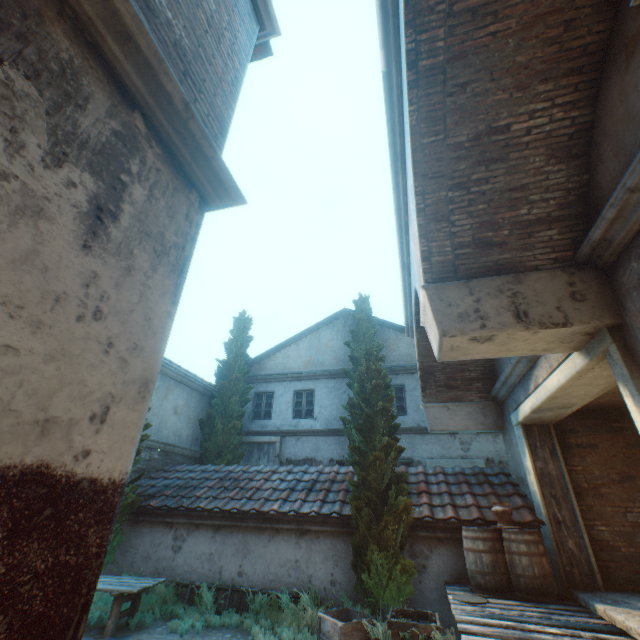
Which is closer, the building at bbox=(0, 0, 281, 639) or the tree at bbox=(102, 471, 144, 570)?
the building at bbox=(0, 0, 281, 639)

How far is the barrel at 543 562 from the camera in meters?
5.5 m

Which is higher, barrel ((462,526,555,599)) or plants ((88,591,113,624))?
barrel ((462,526,555,599))

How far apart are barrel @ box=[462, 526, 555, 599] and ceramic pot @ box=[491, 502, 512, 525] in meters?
0.0 m

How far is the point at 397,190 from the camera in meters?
6.0

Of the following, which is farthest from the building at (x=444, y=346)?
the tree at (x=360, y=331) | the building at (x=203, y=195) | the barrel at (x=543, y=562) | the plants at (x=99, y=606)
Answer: the plants at (x=99, y=606)

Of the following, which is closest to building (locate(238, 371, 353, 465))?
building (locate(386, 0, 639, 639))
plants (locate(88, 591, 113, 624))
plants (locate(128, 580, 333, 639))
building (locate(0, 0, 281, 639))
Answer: building (locate(0, 0, 281, 639))

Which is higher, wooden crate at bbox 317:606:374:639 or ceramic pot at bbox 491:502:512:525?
ceramic pot at bbox 491:502:512:525
